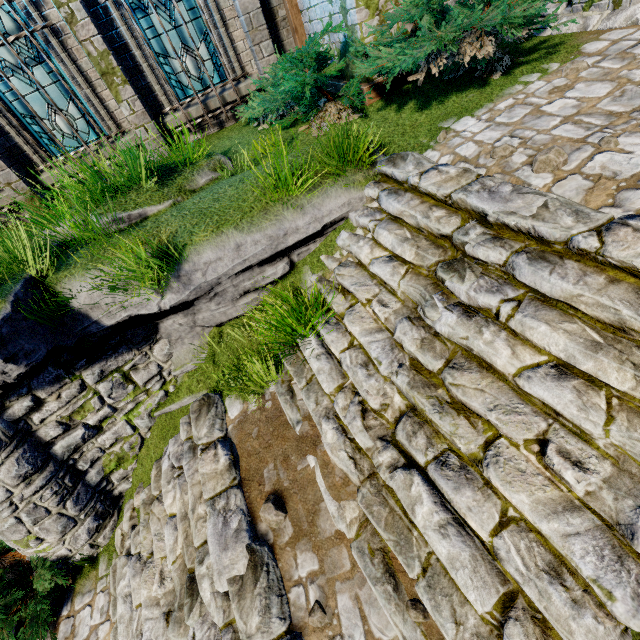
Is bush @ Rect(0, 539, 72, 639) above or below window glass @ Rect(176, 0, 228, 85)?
below

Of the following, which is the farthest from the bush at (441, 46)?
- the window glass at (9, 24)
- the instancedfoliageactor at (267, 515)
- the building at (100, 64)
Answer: the instancedfoliageactor at (267, 515)

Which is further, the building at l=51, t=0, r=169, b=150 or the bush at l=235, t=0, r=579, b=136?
the building at l=51, t=0, r=169, b=150

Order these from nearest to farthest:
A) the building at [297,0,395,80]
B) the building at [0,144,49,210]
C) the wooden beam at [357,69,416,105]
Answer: the building at [297,0,395,80], the wooden beam at [357,69,416,105], the building at [0,144,49,210]

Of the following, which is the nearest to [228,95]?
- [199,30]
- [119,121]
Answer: [199,30]

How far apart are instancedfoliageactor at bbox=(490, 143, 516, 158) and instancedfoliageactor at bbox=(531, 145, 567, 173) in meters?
0.4

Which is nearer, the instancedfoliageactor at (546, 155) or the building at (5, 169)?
the instancedfoliageactor at (546, 155)

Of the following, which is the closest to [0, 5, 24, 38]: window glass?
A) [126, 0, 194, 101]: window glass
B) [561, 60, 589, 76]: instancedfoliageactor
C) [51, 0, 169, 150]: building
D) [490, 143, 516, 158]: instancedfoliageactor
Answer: [51, 0, 169, 150]: building
